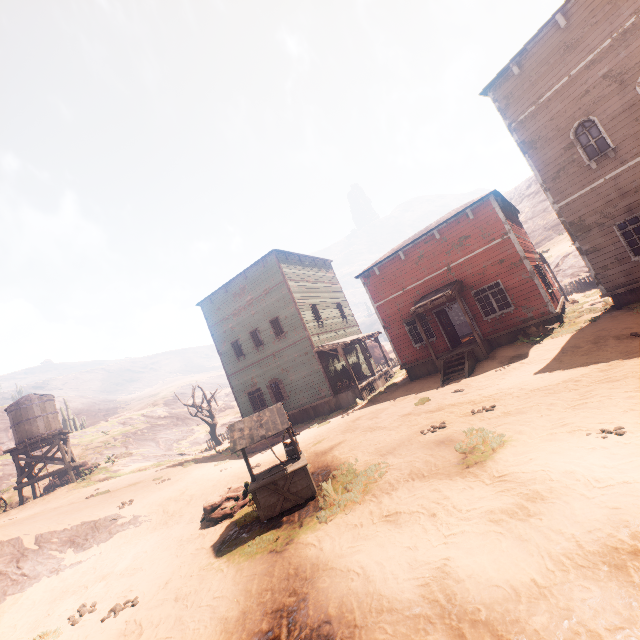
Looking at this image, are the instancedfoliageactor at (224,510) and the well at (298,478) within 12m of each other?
yes

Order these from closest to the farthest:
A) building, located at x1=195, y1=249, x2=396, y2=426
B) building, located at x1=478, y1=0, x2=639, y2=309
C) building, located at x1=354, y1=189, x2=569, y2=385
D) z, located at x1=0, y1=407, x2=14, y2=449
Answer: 1. building, located at x1=478, y1=0, x2=639, y2=309
2. building, located at x1=354, y1=189, x2=569, y2=385
3. building, located at x1=195, y1=249, x2=396, y2=426
4. z, located at x1=0, y1=407, x2=14, y2=449

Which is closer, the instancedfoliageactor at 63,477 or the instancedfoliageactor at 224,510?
the instancedfoliageactor at 224,510

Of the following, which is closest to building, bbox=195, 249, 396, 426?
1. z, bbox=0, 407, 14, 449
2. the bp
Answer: the bp

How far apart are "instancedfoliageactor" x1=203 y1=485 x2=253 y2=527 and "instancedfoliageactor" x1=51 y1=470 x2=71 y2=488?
22.29m

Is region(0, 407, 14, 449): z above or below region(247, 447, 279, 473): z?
above

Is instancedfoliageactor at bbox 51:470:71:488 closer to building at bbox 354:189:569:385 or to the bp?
building at bbox 354:189:569:385

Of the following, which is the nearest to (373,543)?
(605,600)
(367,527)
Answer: (367,527)
